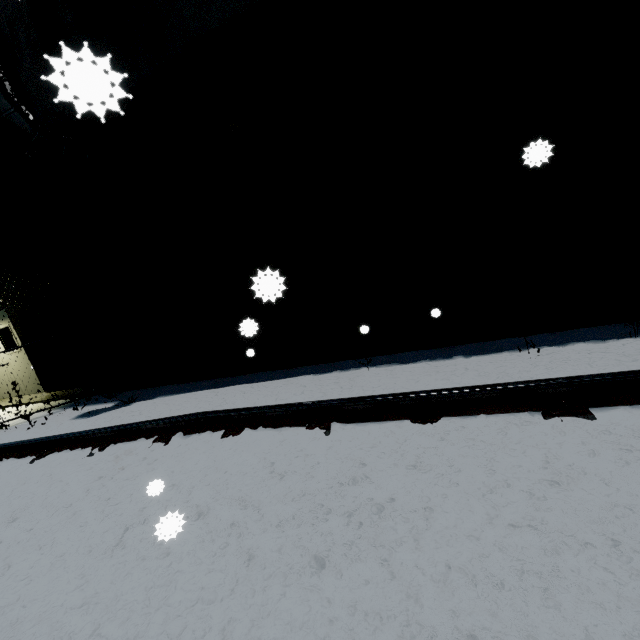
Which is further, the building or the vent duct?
the vent duct

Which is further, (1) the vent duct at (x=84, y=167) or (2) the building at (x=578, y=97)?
(1) the vent duct at (x=84, y=167)

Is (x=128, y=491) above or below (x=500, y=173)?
below
